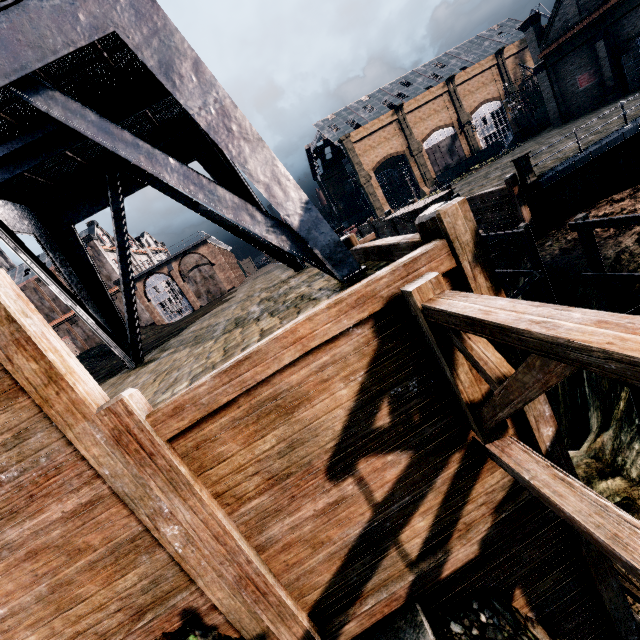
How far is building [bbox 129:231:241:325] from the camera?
47.8m

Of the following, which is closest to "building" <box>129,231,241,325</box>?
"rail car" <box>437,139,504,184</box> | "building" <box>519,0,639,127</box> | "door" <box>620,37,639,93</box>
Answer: "building" <box>519,0,639,127</box>

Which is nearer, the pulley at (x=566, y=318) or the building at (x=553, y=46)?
the pulley at (x=566, y=318)

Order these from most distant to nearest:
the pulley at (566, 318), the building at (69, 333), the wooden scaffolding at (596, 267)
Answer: the building at (69, 333) < the wooden scaffolding at (596, 267) < the pulley at (566, 318)

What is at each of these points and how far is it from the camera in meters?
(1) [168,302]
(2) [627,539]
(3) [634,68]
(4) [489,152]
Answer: (1) building, 49.5 m
(2) wooden scaffolding, 2.9 m
(3) door, 28.2 m
(4) rail car, 56.3 m

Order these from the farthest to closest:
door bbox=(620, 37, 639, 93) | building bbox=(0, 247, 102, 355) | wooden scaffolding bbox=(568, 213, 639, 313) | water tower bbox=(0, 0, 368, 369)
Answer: building bbox=(0, 247, 102, 355)
door bbox=(620, 37, 639, 93)
wooden scaffolding bbox=(568, 213, 639, 313)
water tower bbox=(0, 0, 368, 369)

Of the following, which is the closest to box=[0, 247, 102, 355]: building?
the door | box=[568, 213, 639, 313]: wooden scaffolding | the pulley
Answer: box=[568, 213, 639, 313]: wooden scaffolding

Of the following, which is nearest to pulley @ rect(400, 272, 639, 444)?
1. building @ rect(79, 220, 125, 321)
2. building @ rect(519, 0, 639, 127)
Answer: building @ rect(519, 0, 639, 127)
